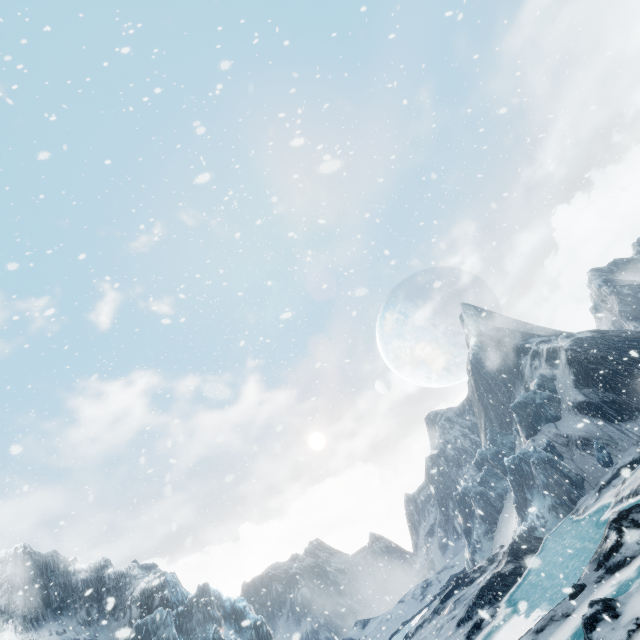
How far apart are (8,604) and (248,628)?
22.97m
